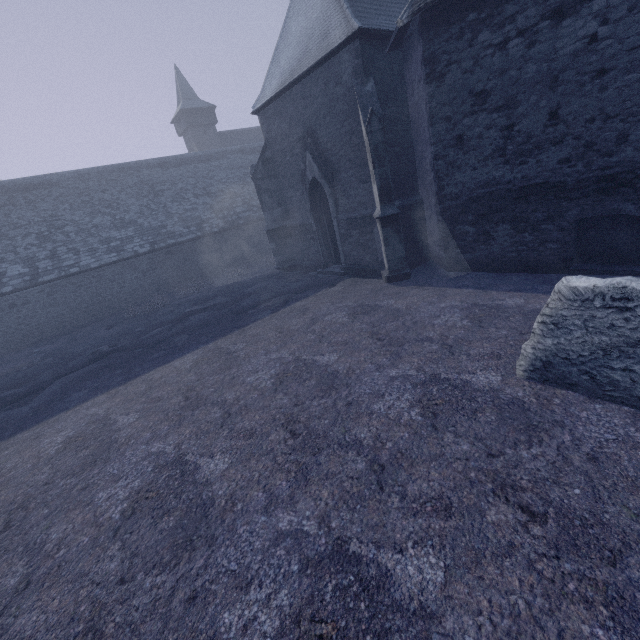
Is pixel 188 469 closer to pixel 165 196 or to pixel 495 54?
pixel 495 54
